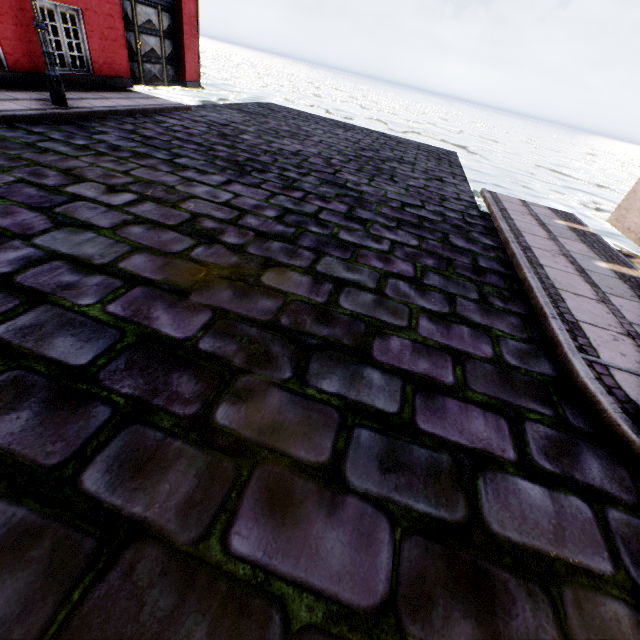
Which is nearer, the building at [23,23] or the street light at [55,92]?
the street light at [55,92]

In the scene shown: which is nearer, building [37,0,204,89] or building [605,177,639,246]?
building [605,177,639,246]

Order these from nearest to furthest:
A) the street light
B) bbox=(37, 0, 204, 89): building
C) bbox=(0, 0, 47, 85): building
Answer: the street light < bbox=(0, 0, 47, 85): building < bbox=(37, 0, 204, 89): building

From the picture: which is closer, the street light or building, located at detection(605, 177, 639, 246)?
the street light

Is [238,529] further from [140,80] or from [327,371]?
[140,80]
